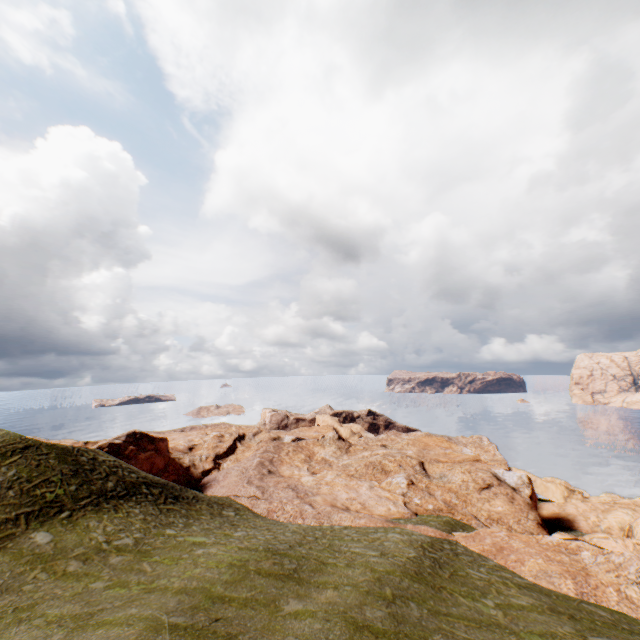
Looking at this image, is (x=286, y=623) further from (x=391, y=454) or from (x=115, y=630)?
(x=391, y=454)
